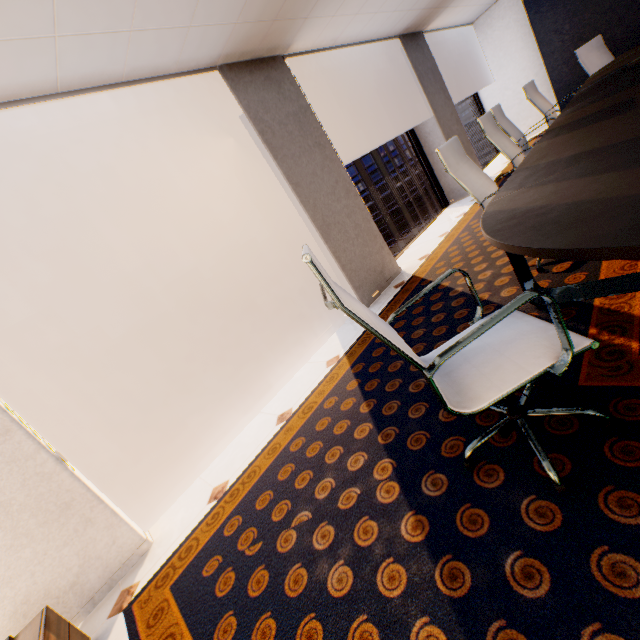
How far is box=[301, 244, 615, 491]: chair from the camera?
0.97m

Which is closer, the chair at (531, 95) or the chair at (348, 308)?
the chair at (348, 308)

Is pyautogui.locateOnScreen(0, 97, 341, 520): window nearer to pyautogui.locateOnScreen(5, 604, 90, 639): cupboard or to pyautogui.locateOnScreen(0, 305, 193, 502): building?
pyautogui.locateOnScreen(5, 604, 90, 639): cupboard

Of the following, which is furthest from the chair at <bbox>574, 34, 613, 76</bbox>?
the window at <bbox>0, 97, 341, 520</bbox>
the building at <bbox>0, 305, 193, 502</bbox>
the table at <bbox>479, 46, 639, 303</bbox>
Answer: the building at <bbox>0, 305, 193, 502</bbox>

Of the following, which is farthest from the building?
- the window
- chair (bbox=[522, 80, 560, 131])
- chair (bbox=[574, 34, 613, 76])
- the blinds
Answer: chair (bbox=[574, 34, 613, 76])

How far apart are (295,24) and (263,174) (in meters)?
1.52

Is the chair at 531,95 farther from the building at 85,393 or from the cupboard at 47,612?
the building at 85,393

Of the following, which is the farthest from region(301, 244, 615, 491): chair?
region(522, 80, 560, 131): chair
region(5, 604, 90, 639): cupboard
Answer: region(522, 80, 560, 131): chair
